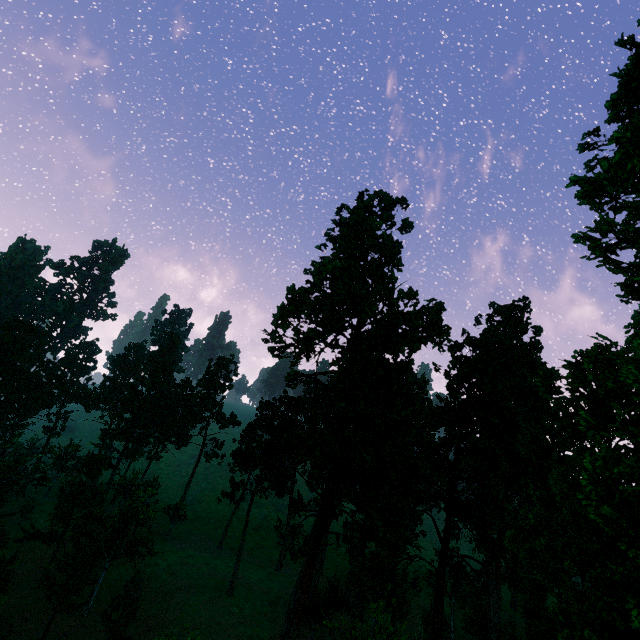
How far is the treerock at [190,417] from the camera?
56.2 meters

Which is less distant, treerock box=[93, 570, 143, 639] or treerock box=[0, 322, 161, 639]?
treerock box=[93, 570, 143, 639]

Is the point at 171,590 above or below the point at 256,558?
below

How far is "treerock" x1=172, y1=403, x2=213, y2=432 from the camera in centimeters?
5619cm

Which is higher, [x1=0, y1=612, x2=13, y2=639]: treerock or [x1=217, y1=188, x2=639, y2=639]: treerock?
[x1=217, y1=188, x2=639, y2=639]: treerock

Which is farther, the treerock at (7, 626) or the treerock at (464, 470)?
the treerock at (7, 626)
